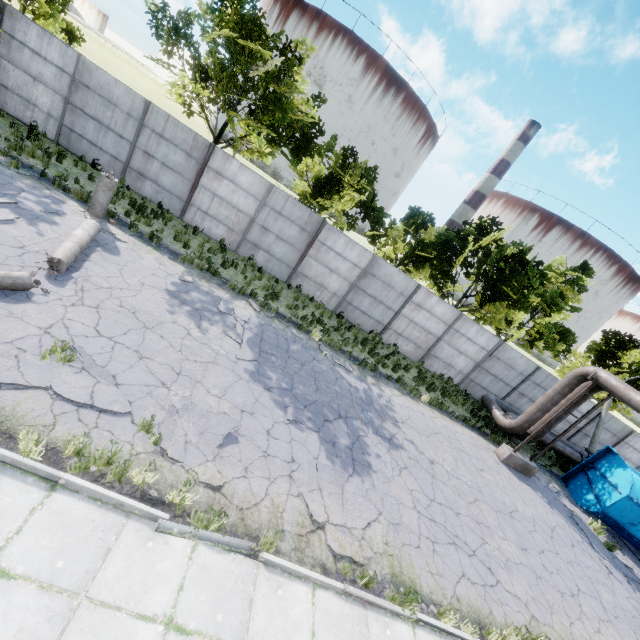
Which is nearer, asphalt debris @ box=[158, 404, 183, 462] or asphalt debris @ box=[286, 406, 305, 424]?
asphalt debris @ box=[158, 404, 183, 462]

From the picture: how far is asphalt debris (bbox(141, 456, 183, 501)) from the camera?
4.7m

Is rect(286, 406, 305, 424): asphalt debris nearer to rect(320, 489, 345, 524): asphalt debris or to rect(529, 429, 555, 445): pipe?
rect(320, 489, 345, 524): asphalt debris

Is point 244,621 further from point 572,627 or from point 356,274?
point 356,274

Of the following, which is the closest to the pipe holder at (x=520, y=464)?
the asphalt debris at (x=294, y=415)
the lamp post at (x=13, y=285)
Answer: the asphalt debris at (x=294, y=415)

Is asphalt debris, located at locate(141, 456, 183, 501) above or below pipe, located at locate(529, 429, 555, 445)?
below

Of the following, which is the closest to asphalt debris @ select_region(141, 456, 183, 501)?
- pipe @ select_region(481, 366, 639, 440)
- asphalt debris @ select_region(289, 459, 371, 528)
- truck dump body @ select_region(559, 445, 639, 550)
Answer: asphalt debris @ select_region(289, 459, 371, 528)

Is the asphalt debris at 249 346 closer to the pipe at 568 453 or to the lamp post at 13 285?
the lamp post at 13 285
